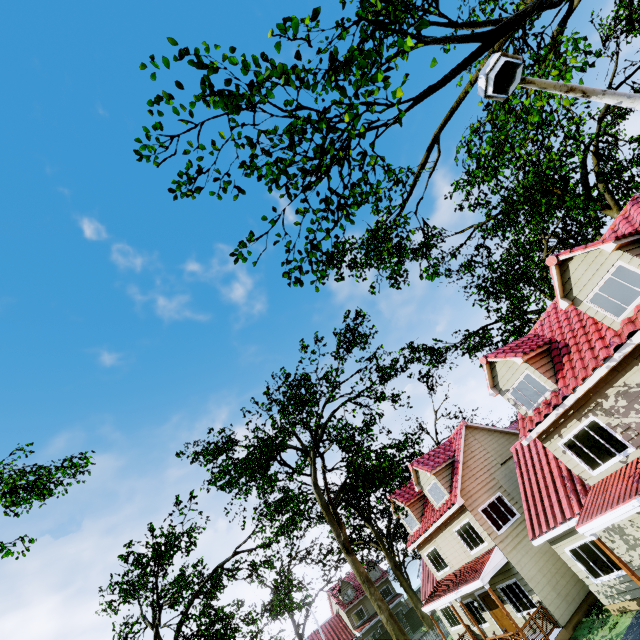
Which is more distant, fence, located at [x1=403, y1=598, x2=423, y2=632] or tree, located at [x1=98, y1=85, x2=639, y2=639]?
fence, located at [x1=403, y1=598, x2=423, y2=632]

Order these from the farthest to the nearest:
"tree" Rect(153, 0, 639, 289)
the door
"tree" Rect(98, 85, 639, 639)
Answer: the door, "tree" Rect(98, 85, 639, 639), "tree" Rect(153, 0, 639, 289)

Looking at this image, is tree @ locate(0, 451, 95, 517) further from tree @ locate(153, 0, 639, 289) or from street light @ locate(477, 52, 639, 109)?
street light @ locate(477, 52, 639, 109)

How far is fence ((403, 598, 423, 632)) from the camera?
41.22m

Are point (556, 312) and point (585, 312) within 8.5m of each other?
yes

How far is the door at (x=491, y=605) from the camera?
17.06m

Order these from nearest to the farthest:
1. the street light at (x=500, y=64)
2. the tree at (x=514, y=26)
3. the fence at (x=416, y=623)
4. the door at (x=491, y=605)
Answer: the street light at (x=500, y=64)
the tree at (x=514, y=26)
the door at (x=491, y=605)
the fence at (x=416, y=623)

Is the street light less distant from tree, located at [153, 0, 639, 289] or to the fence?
tree, located at [153, 0, 639, 289]
